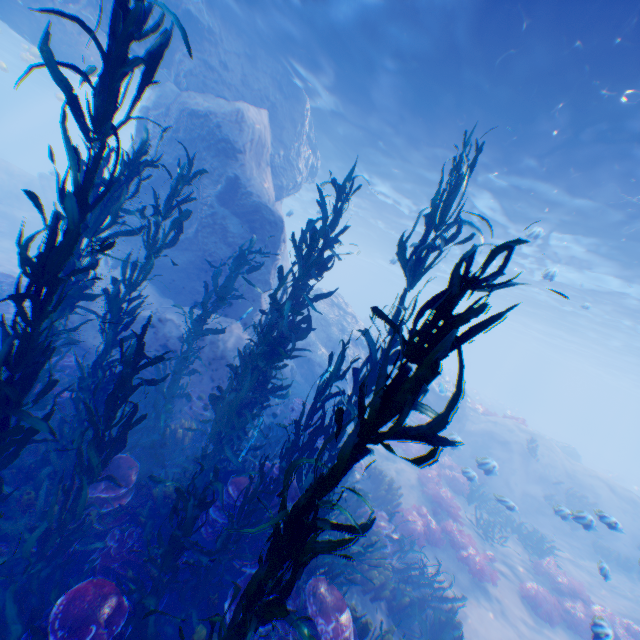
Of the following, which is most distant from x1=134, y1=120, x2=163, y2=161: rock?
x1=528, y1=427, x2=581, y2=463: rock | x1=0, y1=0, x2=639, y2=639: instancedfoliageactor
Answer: x1=528, y1=427, x2=581, y2=463: rock

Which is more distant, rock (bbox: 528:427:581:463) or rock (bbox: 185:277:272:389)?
rock (bbox: 528:427:581:463)

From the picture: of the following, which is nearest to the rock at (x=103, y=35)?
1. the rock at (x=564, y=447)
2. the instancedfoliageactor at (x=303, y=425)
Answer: the instancedfoliageactor at (x=303, y=425)

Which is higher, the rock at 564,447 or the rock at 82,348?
the rock at 564,447

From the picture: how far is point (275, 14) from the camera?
9.99m

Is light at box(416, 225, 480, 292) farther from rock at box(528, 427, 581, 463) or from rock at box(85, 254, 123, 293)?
rock at box(528, 427, 581, 463)

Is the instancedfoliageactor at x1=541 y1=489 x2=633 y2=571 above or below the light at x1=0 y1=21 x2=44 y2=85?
below

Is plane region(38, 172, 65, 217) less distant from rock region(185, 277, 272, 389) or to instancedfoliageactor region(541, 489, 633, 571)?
rock region(185, 277, 272, 389)
